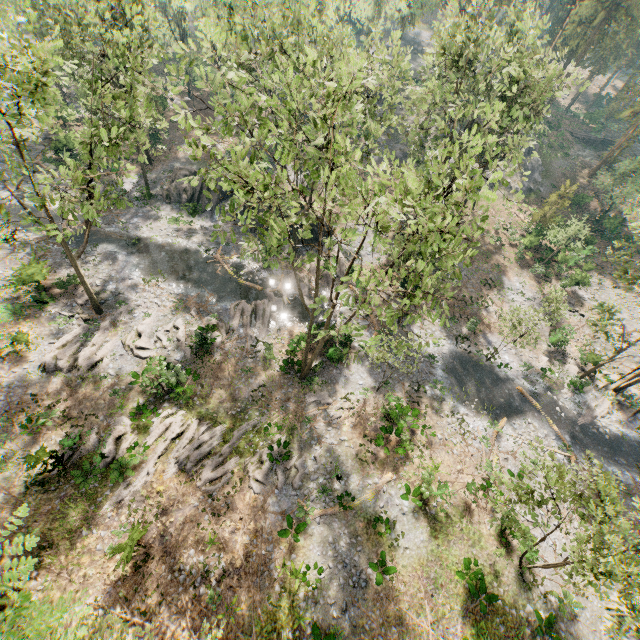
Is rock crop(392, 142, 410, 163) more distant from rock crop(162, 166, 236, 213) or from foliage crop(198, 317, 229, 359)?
rock crop(162, 166, 236, 213)

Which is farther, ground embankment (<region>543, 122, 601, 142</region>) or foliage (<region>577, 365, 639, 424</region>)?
ground embankment (<region>543, 122, 601, 142</region>)

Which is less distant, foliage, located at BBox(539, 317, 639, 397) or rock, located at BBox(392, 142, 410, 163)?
foliage, located at BBox(539, 317, 639, 397)

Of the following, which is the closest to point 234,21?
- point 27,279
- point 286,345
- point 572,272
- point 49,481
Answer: point 286,345

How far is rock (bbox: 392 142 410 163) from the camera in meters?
46.8

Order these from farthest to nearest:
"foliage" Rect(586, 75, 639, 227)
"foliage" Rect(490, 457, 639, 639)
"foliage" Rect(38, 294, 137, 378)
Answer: "foliage" Rect(586, 75, 639, 227)
"foliage" Rect(38, 294, 137, 378)
"foliage" Rect(490, 457, 639, 639)

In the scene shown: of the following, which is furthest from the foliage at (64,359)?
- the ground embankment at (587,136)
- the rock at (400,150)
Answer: the ground embankment at (587,136)

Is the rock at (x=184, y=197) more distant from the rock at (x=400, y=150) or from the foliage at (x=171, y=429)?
the rock at (x=400, y=150)
